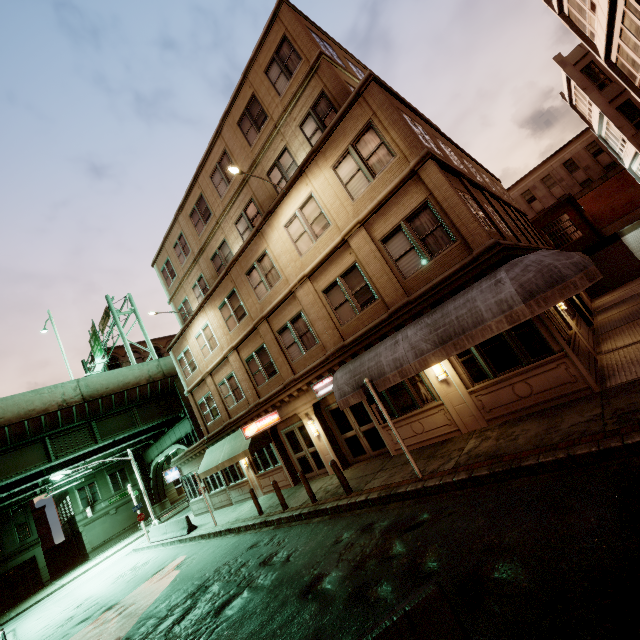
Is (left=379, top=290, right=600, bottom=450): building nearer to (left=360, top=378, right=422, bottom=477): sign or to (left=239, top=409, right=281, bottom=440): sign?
(left=239, top=409, right=281, bottom=440): sign

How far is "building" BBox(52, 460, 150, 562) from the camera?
39.2 meters

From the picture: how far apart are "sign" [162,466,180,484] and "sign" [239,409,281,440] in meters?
14.8 m

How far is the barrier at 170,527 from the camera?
20.0m

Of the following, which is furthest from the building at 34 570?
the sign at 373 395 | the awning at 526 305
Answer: the sign at 373 395

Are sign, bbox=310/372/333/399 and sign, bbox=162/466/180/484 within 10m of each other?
no

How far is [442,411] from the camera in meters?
11.0

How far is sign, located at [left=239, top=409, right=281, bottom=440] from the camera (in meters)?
14.99
